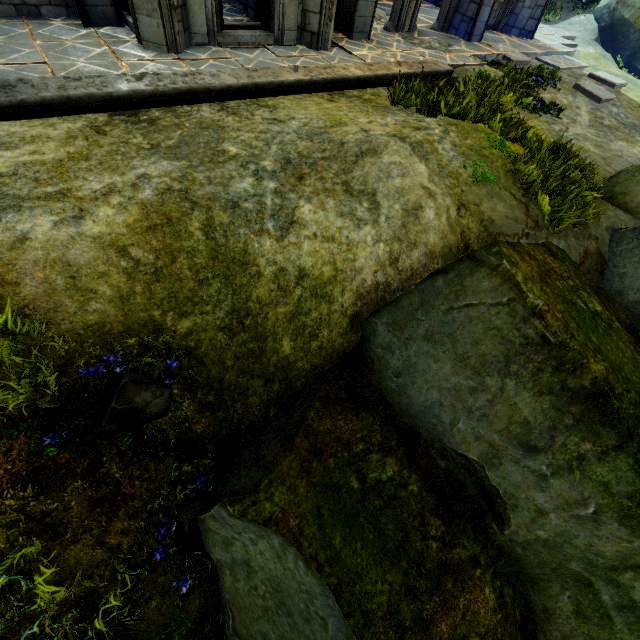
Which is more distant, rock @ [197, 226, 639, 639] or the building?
the building

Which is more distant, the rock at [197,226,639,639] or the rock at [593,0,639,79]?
the rock at [593,0,639,79]

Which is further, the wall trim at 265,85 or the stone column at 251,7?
the stone column at 251,7

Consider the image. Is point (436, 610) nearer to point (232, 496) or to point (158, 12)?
point (232, 496)

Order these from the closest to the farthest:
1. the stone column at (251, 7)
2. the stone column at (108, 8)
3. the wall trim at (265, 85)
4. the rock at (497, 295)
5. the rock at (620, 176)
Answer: the rock at (497, 295) → the wall trim at (265, 85) → the rock at (620, 176) → the stone column at (108, 8) → the stone column at (251, 7)

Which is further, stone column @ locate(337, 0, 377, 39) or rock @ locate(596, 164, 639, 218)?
stone column @ locate(337, 0, 377, 39)

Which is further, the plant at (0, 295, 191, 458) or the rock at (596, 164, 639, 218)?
the rock at (596, 164, 639, 218)

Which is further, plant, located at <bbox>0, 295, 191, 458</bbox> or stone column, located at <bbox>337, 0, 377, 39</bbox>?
stone column, located at <bbox>337, 0, 377, 39</bbox>
